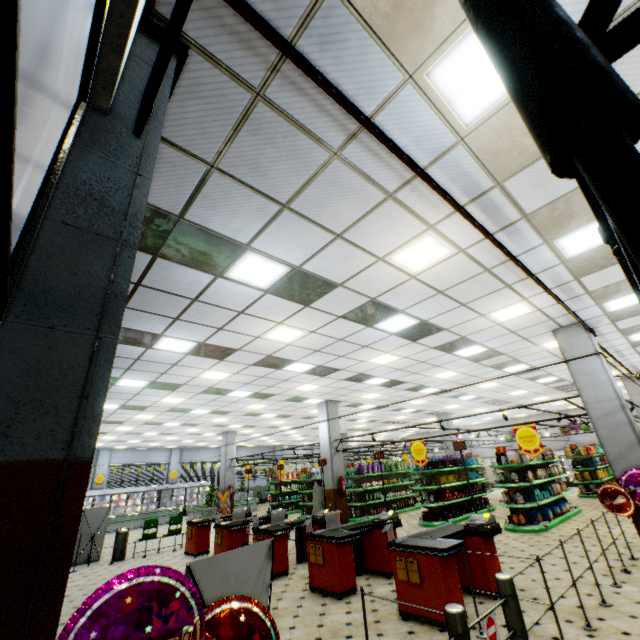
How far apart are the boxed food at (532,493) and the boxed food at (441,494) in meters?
2.8 m

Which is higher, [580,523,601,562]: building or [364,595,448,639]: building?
[580,523,601,562]: building

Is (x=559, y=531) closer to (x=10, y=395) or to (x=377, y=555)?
(x=377, y=555)

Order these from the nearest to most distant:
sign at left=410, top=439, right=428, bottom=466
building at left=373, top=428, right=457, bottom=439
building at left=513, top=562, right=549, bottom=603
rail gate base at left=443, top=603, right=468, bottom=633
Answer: rail gate base at left=443, top=603, right=468, bottom=633 → building at left=513, top=562, right=549, bottom=603 → sign at left=410, top=439, right=428, bottom=466 → building at left=373, top=428, right=457, bottom=439

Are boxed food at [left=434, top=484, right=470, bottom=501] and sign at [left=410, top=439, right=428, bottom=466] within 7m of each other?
yes

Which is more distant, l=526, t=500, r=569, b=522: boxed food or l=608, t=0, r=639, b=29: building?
l=526, t=500, r=569, b=522: boxed food

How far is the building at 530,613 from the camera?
4.6 meters

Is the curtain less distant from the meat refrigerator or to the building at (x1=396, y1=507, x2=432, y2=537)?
the building at (x1=396, y1=507, x2=432, y2=537)
